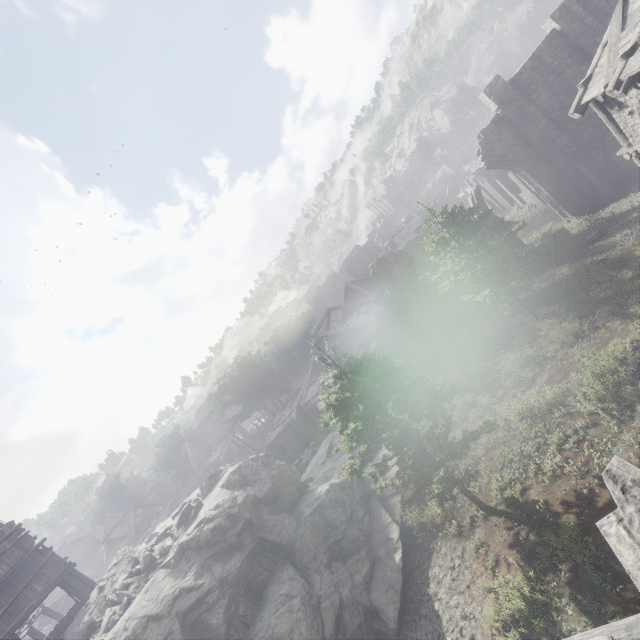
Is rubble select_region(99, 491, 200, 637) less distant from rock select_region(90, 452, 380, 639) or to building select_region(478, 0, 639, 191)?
rock select_region(90, 452, 380, 639)

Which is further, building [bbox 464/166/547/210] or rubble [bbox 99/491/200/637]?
building [bbox 464/166/547/210]

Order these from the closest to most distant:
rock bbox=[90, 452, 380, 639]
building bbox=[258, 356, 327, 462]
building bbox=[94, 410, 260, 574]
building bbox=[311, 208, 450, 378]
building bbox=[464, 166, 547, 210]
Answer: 1. rock bbox=[90, 452, 380, 639]
2. building bbox=[311, 208, 450, 378]
3. building bbox=[258, 356, 327, 462]
4. building bbox=[464, 166, 547, 210]
5. building bbox=[94, 410, 260, 574]

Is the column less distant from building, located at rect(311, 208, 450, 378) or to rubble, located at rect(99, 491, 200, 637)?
building, located at rect(311, 208, 450, 378)

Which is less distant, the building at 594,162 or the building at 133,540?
the building at 594,162

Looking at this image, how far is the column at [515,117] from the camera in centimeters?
2198cm

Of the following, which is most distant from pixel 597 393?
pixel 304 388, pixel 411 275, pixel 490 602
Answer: pixel 304 388
